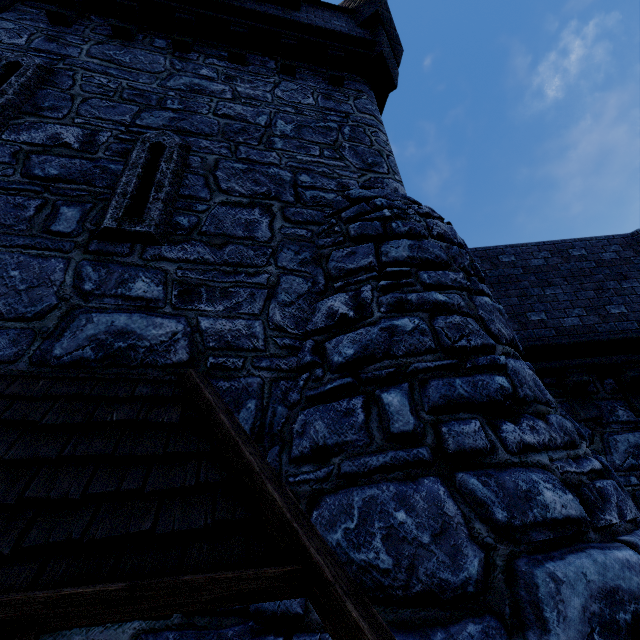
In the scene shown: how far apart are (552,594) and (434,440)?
0.9 meters

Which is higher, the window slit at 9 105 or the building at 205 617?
the window slit at 9 105

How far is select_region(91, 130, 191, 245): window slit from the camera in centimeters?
341cm

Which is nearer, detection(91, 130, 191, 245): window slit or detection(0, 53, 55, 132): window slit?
detection(91, 130, 191, 245): window slit

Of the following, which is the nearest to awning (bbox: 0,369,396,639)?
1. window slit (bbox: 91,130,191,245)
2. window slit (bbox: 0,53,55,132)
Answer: window slit (bbox: 91,130,191,245)

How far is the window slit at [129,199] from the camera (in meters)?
3.41

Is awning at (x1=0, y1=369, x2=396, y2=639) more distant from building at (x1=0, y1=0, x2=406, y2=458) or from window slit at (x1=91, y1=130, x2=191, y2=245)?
window slit at (x1=91, y1=130, x2=191, y2=245)
